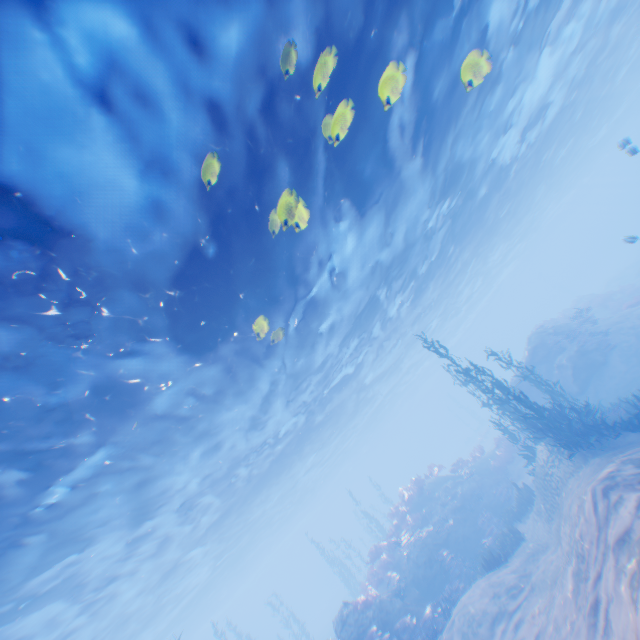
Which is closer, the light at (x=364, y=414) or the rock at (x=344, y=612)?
the light at (x=364, y=414)

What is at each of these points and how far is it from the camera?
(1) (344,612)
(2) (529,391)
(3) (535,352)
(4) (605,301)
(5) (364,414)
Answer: (1) rock, 15.02m
(2) rock, 22.44m
(3) rock, 22.59m
(4) instancedfoliageactor, 28.48m
(5) light, 42.16m

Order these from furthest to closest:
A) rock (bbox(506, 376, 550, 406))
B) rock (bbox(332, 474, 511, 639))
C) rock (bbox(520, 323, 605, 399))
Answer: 1. rock (bbox(506, 376, 550, 406))
2. rock (bbox(520, 323, 605, 399))
3. rock (bbox(332, 474, 511, 639))

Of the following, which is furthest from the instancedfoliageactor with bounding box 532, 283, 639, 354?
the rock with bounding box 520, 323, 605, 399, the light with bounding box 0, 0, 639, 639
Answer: the light with bounding box 0, 0, 639, 639

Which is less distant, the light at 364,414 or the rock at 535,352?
the light at 364,414

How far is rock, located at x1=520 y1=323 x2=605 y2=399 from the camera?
19.49m

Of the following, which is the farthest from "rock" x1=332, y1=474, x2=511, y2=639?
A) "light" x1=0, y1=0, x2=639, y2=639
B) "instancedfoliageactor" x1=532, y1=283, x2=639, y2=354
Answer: "instancedfoliageactor" x1=532, y1=283, x2=639, y2=354

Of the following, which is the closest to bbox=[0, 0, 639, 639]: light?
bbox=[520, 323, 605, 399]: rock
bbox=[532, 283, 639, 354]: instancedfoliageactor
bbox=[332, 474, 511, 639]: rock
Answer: bbox=[520, 323, 605, 399]: rock
